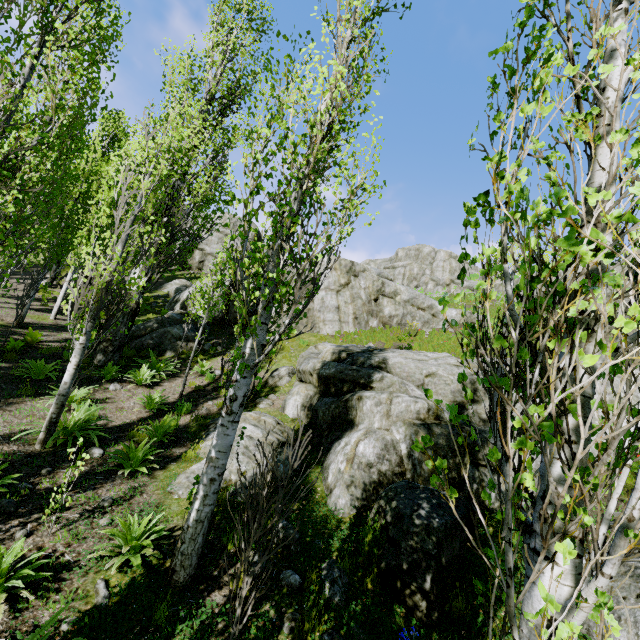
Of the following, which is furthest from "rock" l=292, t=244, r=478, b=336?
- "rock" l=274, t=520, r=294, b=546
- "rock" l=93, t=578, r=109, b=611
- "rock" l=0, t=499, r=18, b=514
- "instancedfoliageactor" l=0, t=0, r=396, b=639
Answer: "rock" l=0, t=499, r=18, b=514

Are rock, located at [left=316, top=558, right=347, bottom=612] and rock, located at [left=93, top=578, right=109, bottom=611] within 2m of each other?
Result: no

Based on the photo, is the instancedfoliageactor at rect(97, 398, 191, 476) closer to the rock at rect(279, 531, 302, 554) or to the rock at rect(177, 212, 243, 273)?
the rock at rect(177, 212, 243, 273)

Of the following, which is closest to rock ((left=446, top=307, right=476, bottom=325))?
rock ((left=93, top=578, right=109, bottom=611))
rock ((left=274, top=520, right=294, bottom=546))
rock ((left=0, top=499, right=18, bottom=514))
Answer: rock ((left=274, top=520, right=294, bottom=546))

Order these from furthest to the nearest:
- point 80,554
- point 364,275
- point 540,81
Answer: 1. point 364,275
2. point 80,554
3. point 540,81

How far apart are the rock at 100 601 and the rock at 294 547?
2.12m

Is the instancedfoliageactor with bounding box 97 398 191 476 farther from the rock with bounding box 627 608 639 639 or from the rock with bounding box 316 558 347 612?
the rock with bounding box 316 558 347 612

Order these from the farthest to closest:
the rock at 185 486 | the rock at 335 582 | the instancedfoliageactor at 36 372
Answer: the instancedfoliageactor at 36 372 → the rock at 185 486 → the rock at 335 582
